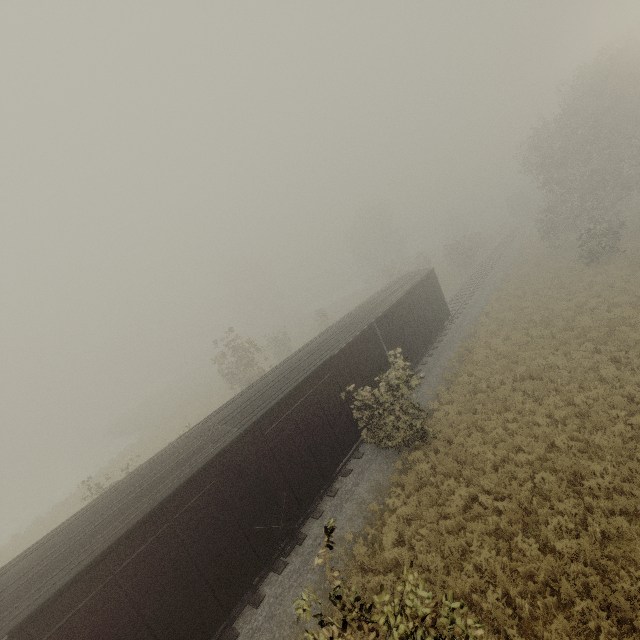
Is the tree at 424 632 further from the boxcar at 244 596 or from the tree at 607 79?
the tree at 607 79

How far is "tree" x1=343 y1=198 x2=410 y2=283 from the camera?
47.91m

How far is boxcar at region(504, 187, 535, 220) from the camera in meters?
56.1

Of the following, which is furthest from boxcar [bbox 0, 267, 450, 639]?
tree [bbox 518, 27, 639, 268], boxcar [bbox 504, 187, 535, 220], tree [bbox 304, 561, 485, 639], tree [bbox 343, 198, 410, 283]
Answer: boxcar [bbox 504, 187, 535, 220]

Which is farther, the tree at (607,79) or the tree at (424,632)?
the tree at (607,79)

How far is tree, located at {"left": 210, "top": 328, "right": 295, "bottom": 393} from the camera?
24.52m

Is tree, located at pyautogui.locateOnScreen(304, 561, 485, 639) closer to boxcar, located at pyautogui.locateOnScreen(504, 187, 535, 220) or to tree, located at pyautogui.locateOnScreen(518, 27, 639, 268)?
tree, located at pyautogui.locateOnScreen(518, 27, 639, 268)

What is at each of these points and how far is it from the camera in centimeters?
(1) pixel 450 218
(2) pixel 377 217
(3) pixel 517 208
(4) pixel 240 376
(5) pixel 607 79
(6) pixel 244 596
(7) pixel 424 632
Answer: (1) tree, 5869cm
(2) tree, 5397cm
(3) boxcar, 5725cm
(4) tree, 2528cm
(5) tree, 2700cm
(6) boxcar, 919cm
(7) tree, 391cm
